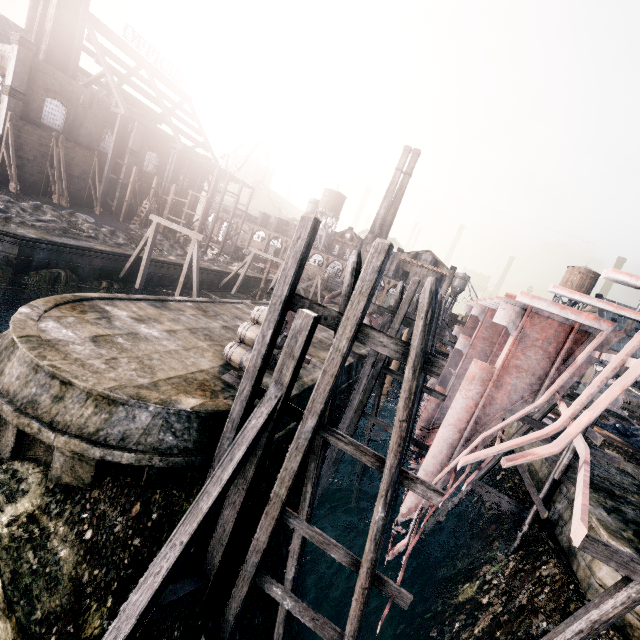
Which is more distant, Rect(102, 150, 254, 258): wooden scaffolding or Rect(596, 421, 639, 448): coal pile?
Rect(102, 150, 254, 258): wooden scaffolding

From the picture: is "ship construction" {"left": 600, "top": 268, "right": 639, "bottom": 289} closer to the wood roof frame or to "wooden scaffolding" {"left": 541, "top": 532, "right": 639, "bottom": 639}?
"wooden scaffolding" {"left": 541, "top": 532, "right": 639, "bottom": 639}

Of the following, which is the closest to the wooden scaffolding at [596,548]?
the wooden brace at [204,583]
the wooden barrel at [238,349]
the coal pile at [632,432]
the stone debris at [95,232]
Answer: the wooden brace at [204,583]

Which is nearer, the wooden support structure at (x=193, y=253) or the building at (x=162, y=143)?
the wooden support structure at (x=193, y=253)

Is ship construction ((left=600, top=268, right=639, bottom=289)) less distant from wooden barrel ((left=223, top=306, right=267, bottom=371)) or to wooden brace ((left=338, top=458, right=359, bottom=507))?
wooden brace ((left=338, top=458, right=359, bottom=507))

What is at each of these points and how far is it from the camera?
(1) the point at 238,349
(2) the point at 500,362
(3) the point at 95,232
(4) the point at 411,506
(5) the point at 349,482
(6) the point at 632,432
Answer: (1) wooden barrel, 13.5m
(2) ship construction, 10.2m
(3) stone debris, 30.1m
(4) ship construction, 11.6m
(5) wooden brace, 23.8m
(6) coal pile, 31.7m

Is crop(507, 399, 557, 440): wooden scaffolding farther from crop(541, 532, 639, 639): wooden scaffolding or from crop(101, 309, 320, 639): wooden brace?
crop(101, 309, 320, 639): wooden brace

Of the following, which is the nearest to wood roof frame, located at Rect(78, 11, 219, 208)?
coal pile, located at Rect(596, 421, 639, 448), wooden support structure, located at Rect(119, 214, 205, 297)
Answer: wooden support structure, located at Rect(119, 214, 205, 297)
